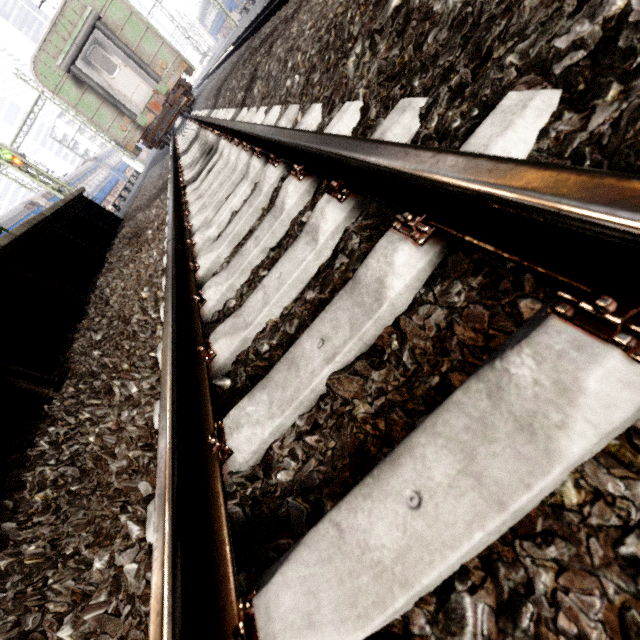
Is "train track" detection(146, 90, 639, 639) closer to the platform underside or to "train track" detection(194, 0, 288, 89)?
the platform underside

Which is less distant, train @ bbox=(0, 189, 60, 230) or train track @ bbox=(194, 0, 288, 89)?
train track @ bbox=(194, 0, 288, 89)

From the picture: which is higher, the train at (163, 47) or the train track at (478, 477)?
the train at (163, 47)

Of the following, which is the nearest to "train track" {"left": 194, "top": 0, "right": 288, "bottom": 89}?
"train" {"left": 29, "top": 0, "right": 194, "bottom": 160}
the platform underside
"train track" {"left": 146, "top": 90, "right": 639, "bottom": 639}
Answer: "train" {"left": 29, "top": 0, "right": 194, "bottom": 160}

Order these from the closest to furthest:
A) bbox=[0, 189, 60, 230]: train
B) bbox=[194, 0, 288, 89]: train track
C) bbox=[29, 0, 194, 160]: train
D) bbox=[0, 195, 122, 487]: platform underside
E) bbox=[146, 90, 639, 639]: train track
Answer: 1. bbox=[146, 90, 639, 639]: train track
2. bbox=[0, 195, 122, 487]: platform underside
3. bbox=[194, 0, 288, 89]: train track
4. bbox=[29, 0, 194, 160]: train
5. bbox=[0, 189, 60, 230]: train

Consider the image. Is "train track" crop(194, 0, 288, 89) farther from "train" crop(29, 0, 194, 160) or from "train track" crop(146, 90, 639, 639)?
"train track" crop(146, 90, 639, 639)

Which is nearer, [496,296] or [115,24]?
[496,296]

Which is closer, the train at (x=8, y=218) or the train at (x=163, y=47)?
the train at (x=163, y=47)
